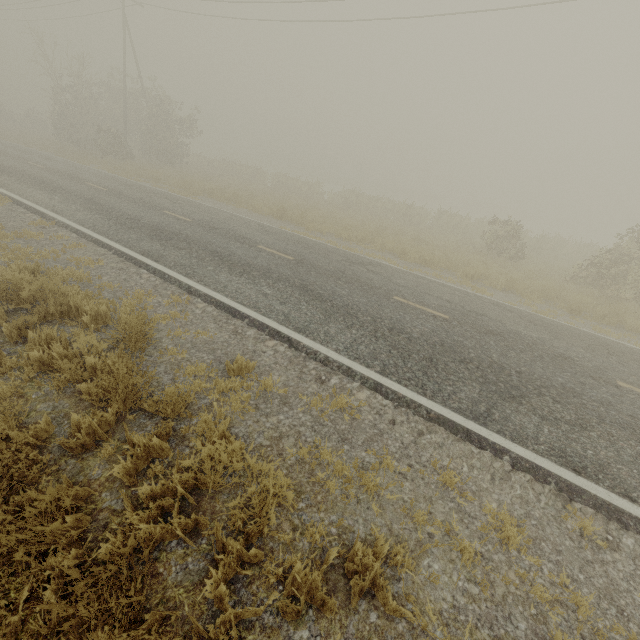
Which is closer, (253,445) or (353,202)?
(253,445)
